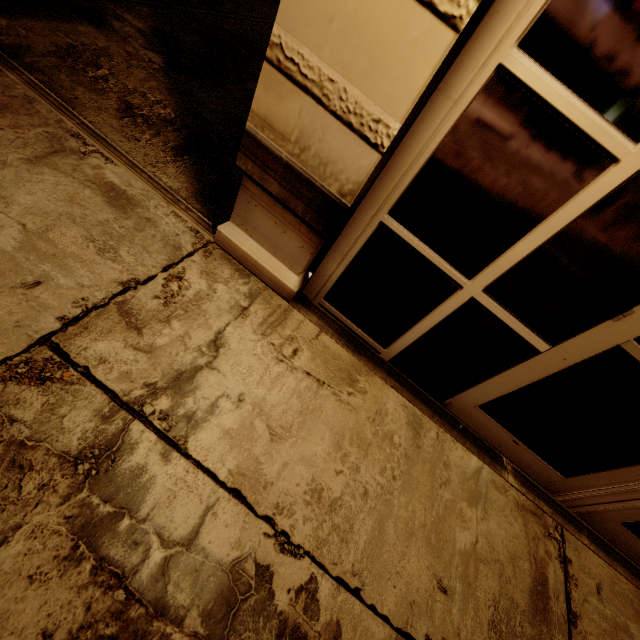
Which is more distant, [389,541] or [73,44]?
[73,44]
